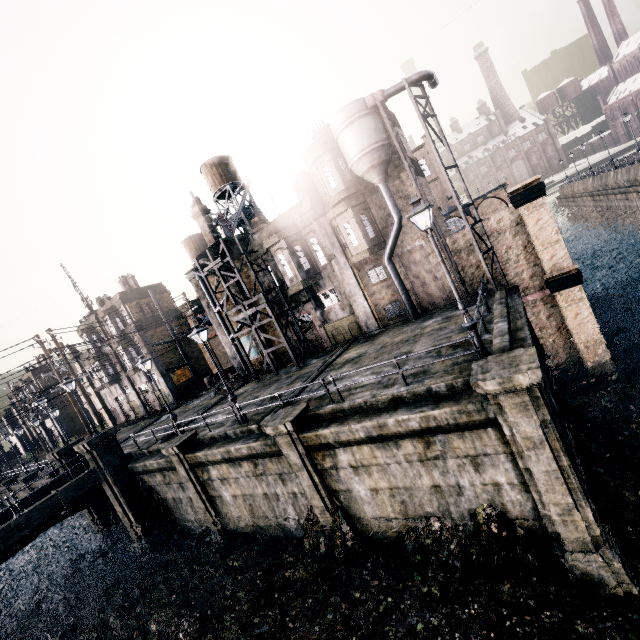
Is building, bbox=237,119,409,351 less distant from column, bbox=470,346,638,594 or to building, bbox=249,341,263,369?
building, bbox=249,341,263,369

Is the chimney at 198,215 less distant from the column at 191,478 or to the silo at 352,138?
the column at 191,478

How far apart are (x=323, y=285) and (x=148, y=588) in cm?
2085

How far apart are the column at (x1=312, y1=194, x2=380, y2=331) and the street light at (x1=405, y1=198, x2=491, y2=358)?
13.2 meters

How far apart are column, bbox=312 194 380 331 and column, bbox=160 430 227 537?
13.4 meters

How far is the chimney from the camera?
28.8m

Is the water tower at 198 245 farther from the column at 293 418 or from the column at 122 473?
the column at 293 418

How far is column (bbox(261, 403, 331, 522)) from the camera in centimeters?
1302cm
